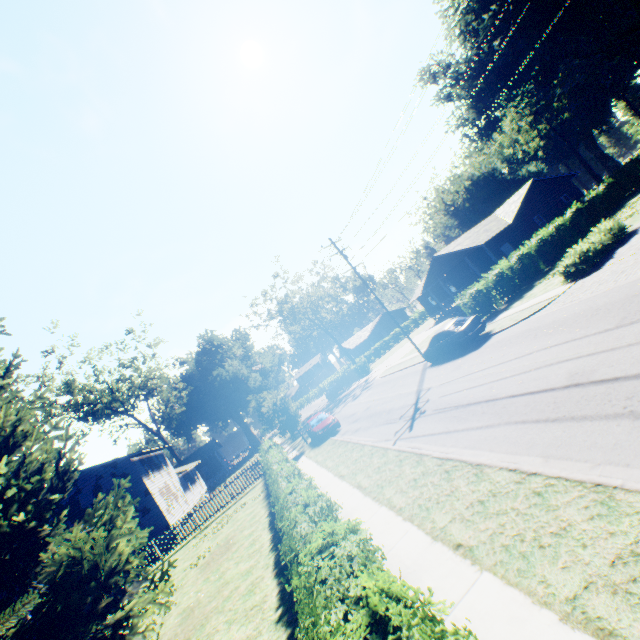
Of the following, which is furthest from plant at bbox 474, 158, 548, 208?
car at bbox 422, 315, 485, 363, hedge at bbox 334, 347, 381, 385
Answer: hedge at bbox 334, 347, 381, 385

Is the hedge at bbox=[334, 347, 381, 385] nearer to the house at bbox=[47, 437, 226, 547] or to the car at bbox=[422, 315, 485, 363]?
the car at bbox=[422, 315, 485, 363]

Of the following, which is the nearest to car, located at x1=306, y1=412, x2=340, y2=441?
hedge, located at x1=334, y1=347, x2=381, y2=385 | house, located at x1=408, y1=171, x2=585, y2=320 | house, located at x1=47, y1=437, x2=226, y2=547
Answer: house, located at x1=47, y1=437, x2=226, y2=547

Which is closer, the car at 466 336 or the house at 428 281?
the car at 466 336

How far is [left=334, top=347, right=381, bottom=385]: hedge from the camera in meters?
46.4 m

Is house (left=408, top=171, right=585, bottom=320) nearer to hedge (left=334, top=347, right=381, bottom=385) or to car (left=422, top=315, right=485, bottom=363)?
hedge (left=334, top=347, right=381, bottom=385)

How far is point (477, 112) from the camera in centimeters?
4500cm

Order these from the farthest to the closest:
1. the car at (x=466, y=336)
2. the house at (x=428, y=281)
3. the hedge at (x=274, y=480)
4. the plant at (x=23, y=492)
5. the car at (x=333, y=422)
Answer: the house at (x=428, y=281), the car at (x=333, y=422), the car at (x=466, y=336), the plant at (x=23, y=492), the hedge at (x=274, y=480)
